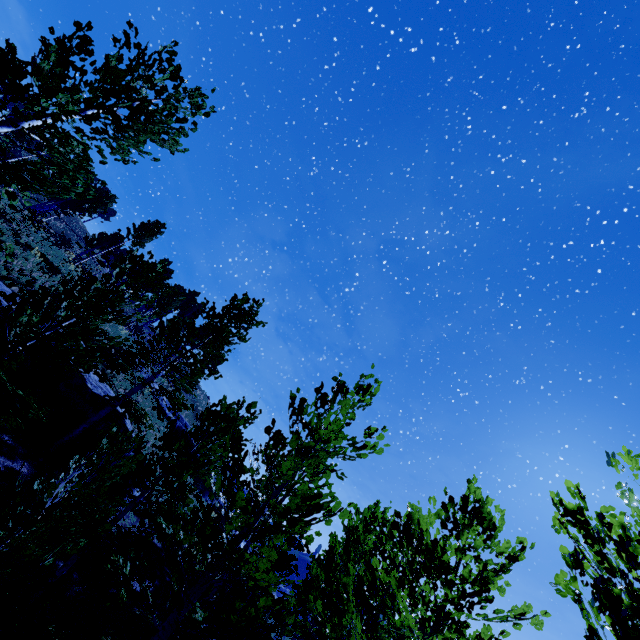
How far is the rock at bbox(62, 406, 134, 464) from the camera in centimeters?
1193cm

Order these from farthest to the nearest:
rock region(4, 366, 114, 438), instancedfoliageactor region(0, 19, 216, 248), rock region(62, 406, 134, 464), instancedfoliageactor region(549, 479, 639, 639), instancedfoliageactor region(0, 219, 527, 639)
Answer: rock region(62, 406, 134, 464), rock region(4, 366, 114, 438), instancedfoliageactor region(0, 19, 216, 248), instancedfoliageactor region(0, 219, 527, 639), instancedfoliageactor region(549, 479, 639, 639)

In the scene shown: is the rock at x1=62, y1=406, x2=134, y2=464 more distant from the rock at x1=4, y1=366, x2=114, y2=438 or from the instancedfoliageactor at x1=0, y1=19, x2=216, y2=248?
the instancedfoliageactor at x1=0, y1=19, x2=216, y2=248

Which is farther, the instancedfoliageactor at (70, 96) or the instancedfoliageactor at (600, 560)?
the instancedfoliageactor at (70, 96)

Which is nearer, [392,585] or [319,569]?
[392,585]

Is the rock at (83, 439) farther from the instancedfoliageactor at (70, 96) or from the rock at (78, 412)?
the instancedfoliageactor at (70, 96)

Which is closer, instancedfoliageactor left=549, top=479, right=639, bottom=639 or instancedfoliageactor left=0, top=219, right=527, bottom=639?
instancedfoliageactor left=549, top=479, right=639, bottom=639

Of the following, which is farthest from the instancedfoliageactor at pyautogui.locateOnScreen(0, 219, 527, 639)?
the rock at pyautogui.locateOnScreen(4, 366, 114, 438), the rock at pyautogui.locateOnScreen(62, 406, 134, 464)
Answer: the rock at pyautogui.locateOnScreen(62, 406, 134, 464)
